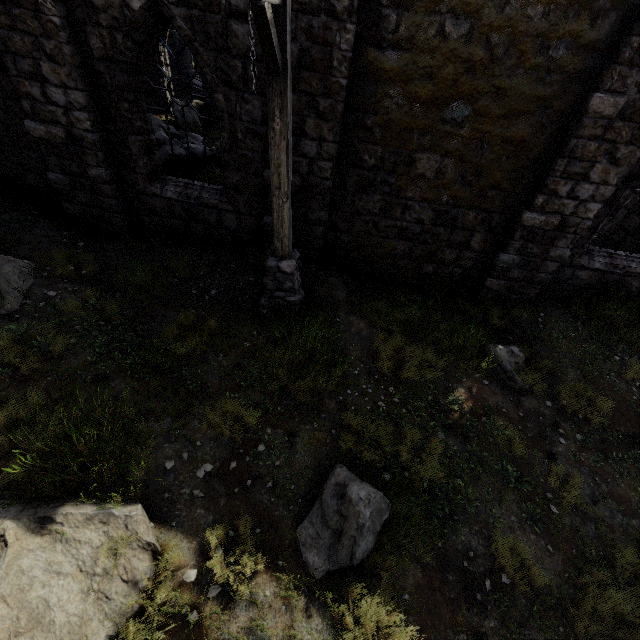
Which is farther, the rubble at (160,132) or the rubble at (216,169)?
the rubble at (216,169)

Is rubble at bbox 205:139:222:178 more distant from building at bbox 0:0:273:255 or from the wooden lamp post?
the wooden lamp post

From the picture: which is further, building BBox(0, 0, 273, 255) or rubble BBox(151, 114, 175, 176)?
rubble BBox(151, 114, 175, 176)

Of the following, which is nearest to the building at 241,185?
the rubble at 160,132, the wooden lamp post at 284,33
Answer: the rubble at 160,132

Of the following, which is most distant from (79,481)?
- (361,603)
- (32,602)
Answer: (361,603)

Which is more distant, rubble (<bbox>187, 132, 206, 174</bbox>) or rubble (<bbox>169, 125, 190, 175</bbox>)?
rubble (<bbox>187, 132, 206, 174</bbox>)

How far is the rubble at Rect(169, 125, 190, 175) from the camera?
9.5 meters
